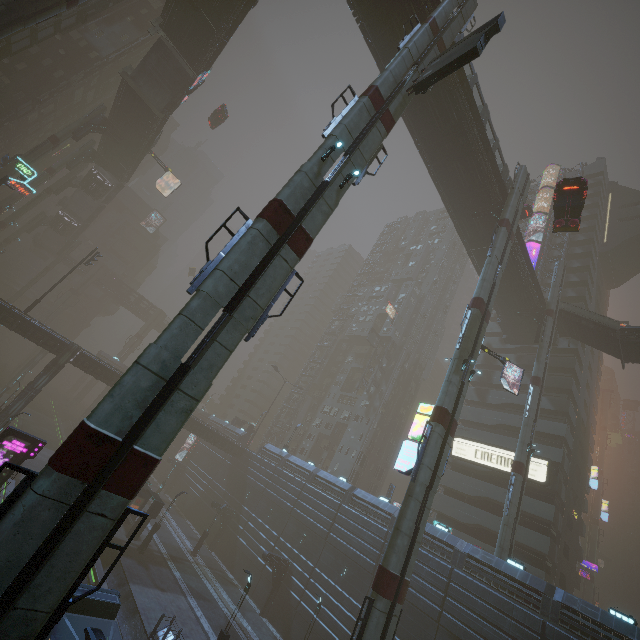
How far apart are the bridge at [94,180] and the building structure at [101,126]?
14.1 meters

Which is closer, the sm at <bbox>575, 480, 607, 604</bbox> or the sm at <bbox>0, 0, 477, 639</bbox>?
the sm at <bbox>0, 0, 477, 639</bbox>

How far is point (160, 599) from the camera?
23.9 meters

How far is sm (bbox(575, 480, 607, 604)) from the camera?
52.69m

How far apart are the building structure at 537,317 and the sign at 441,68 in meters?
30.0

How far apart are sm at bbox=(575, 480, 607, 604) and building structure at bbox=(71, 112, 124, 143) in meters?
97.9 m

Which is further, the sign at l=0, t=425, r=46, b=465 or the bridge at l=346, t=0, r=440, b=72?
the bridge at l=346, t=0, r=440, b=72

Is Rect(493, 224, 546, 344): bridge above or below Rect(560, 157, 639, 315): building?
below
